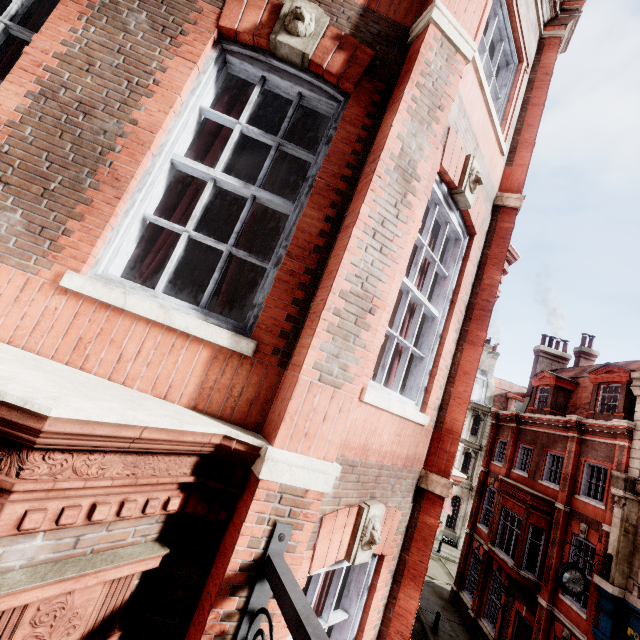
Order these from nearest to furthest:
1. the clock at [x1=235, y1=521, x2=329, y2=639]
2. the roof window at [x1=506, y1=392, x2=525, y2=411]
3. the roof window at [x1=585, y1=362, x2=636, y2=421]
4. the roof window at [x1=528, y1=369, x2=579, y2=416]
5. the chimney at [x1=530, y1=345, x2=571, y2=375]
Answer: the clock at [x1=235, y1=521, x2=329, y2=639], the roof window at [x1=585, y1=362, x2=636, y2=421], the roof window at [x1=528, y1=369, x2=579, y2=416], the chimney at [x1=530, y1=345, x2=571, y2=375], the roof window at [x1=506, y1=392, x2=525, y2=411]

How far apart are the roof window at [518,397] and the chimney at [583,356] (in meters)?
12.54

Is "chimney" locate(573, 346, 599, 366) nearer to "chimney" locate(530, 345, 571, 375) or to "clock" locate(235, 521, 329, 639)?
"chimney" locate(530, 345, 571, 375)

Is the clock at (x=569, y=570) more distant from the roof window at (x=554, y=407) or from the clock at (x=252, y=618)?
the clock at (x=252, y=618)

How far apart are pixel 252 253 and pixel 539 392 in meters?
23.5 m

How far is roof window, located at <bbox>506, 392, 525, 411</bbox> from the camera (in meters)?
34.91

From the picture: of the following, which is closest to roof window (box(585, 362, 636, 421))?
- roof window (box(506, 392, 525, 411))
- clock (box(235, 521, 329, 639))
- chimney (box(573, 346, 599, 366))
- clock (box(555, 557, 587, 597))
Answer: clock (box(555, 557, 587, 597))

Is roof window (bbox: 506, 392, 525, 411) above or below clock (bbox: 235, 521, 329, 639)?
above
